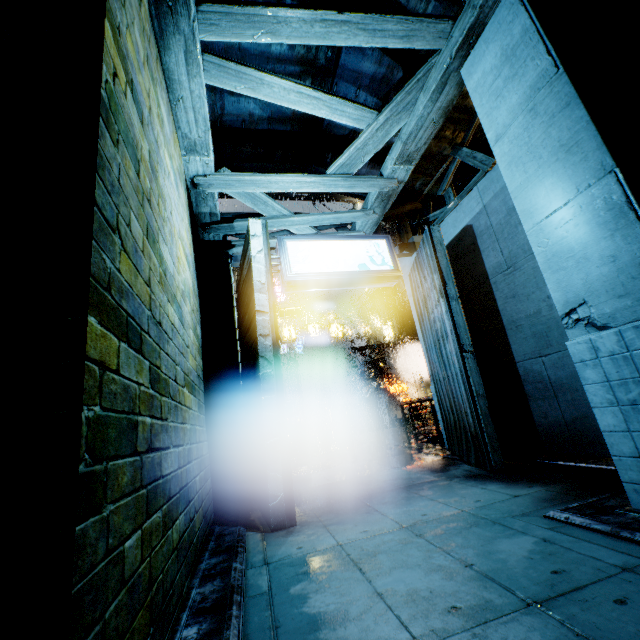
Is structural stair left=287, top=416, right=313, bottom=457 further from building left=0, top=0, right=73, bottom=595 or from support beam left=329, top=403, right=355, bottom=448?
support beam left=329, top=403, right=355, bottom=448

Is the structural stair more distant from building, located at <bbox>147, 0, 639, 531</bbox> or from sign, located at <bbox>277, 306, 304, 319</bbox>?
sign, located at <bbox>277, 306, 304, 319</bbox>

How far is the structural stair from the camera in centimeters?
1474cm

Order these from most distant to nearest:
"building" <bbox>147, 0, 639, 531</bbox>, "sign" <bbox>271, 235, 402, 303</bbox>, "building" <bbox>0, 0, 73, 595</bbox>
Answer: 1. "sign" <bbox>271, 235, 402, 303</bbox>
2. "building" <bbox>147, 0, 639, 531</bbox>
3. "building" <bbox>0, 0, 73, 595</bbox>

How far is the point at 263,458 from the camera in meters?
5.2 m

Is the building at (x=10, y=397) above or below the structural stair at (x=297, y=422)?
above

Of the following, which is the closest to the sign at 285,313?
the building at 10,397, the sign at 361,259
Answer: the building at 10,397

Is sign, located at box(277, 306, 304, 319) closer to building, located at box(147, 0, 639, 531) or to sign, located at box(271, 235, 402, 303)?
building, located at box(147, 0, 639, 531)
